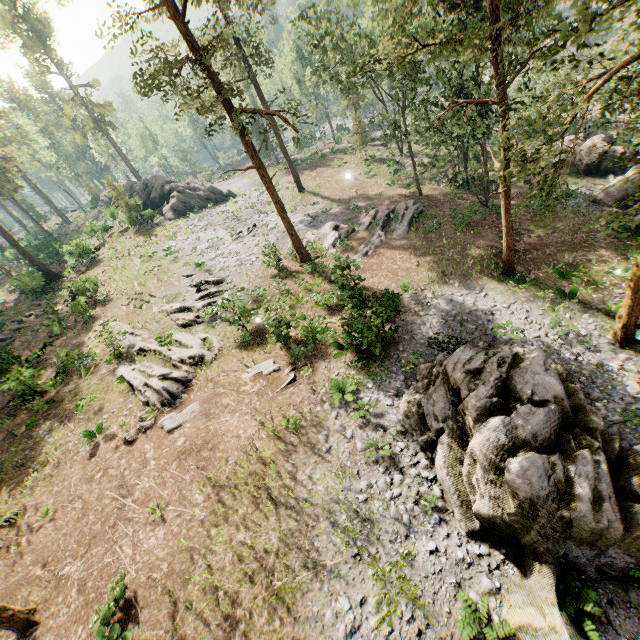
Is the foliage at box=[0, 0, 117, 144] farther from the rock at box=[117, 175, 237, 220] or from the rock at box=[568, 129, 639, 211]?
the rock at box=[568, 129, 639, 211]

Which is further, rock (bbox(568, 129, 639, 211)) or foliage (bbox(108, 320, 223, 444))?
rock (bbox(568, 129, 639, 211))

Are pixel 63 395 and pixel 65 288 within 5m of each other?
no

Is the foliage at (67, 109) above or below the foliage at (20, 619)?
above

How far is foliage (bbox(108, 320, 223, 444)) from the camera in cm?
1653

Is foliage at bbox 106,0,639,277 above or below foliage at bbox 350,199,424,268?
above

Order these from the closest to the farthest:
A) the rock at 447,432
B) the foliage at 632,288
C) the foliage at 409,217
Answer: the rock at 447,432 → the foliage at 632,288 → the foliage at 409,217

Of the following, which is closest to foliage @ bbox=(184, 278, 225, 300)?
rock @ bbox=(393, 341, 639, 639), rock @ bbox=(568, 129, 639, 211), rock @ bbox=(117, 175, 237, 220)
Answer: rock @ bbox=(117, 175, 237, 220)
